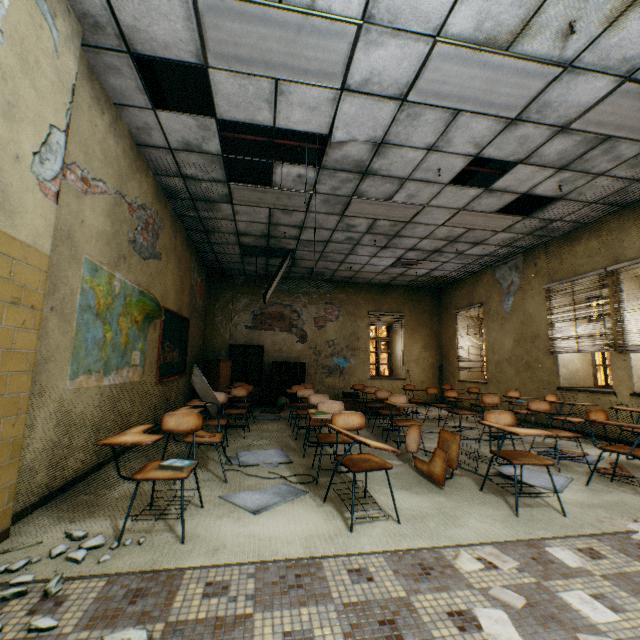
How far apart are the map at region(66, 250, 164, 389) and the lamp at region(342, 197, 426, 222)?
3.4m

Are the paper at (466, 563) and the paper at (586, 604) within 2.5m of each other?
yes

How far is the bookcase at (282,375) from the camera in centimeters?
933cm

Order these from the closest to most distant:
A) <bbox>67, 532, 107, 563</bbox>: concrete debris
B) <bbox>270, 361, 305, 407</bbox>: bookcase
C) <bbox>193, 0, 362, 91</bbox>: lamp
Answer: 1. <bbox>67, 532, 107, 563</bbox>: concrete debris
2. <bbox>193, 0, 362, 91</bbox>: lamp
3. <bbox>270, 361, 305, 407</bbox>: bookcase

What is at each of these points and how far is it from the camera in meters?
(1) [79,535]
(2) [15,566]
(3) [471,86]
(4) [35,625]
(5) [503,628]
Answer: (1) concrete debris, 2.2 m
(2) concrete debris, 1.8 m
(3) lamp, 3.2 m
(4) concrete debris, 1.4 m
(5) paper, 1.5 m

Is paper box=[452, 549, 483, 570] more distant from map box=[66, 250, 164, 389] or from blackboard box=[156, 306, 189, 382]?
blackboard box=[156, 306, 189, 382]

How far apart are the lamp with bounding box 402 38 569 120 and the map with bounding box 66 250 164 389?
3.57m

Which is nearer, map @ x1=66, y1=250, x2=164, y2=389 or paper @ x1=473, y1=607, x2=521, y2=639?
paper @ x1=473, y1=607, x2=521, y2=639
